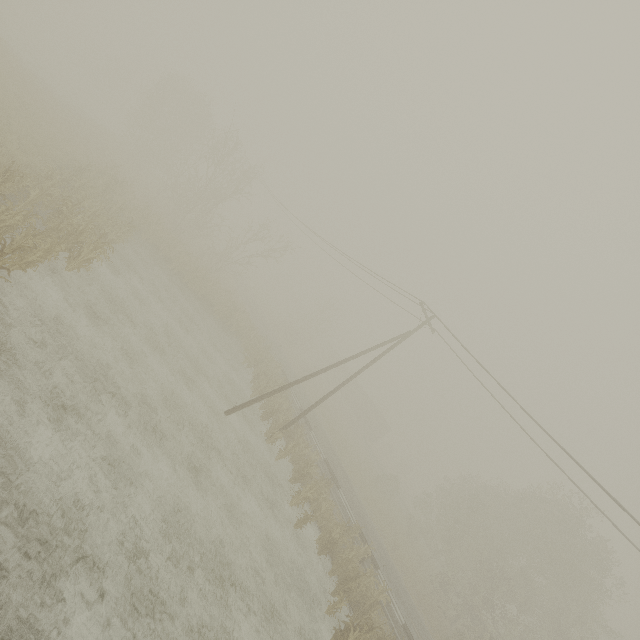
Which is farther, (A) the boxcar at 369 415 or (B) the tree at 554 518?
(A) the boxcar at 369 415

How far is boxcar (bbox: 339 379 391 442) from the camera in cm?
5338

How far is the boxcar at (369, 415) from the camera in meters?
53.4 m

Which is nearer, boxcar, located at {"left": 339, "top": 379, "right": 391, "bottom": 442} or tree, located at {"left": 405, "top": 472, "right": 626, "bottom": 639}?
tree, located at {"left": 405, "top": 472, "right": 626, "bottom": 639}

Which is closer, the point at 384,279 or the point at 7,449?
the point at 7,449
